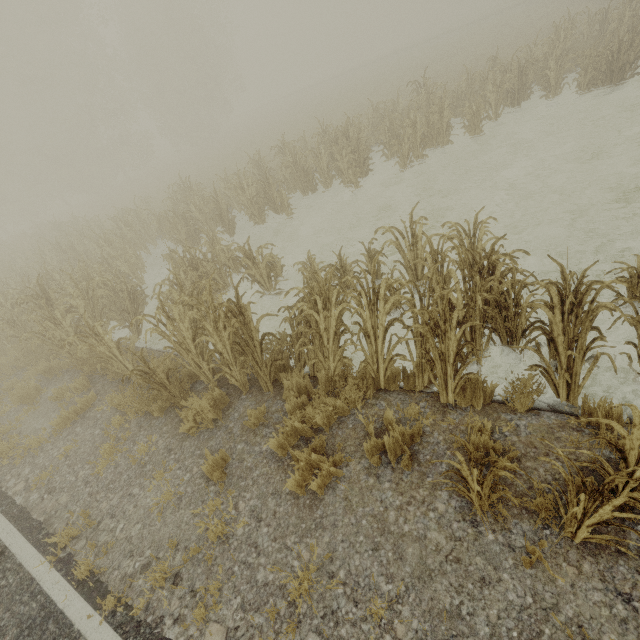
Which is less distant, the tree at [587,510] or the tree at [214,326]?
the tree at [587,510]

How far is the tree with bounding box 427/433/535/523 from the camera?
2.3m

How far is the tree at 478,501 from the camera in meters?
2.3 m

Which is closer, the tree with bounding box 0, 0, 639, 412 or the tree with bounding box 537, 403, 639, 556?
the tree with bounding box 537, 403, 639, 556

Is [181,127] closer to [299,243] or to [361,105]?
[361,105]
